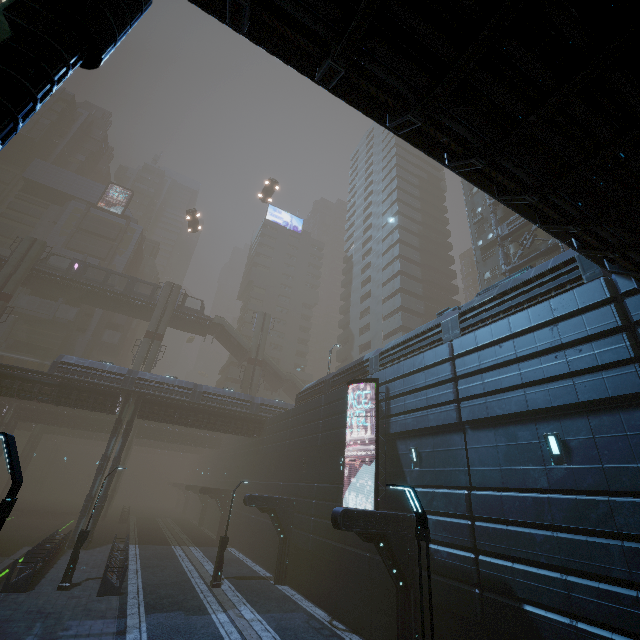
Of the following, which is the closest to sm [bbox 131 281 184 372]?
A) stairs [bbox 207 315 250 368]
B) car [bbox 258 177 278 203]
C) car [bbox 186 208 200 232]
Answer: stairs [bbox 207 315 250 368]

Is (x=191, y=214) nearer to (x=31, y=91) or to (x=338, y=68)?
(x=338, y=68)

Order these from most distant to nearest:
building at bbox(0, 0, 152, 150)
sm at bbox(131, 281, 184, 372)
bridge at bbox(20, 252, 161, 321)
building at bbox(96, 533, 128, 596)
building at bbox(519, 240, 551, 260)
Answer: bridge at bbox(20, 252, 161, 321) < sm at bbox(131, 281, 184, 372) < building at bbox(519, 240, 551, 260) < building at bbox(96, 533, 128, 596) < building at bbox(0, 0, 152, 150)

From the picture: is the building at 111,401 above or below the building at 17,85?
above

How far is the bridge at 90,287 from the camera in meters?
41.5 m

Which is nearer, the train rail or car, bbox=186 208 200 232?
the train rail

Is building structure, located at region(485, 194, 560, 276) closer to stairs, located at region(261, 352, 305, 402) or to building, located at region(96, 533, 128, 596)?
building, located at region(96, 533, 128, 596)

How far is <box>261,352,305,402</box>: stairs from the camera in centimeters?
5059cm
